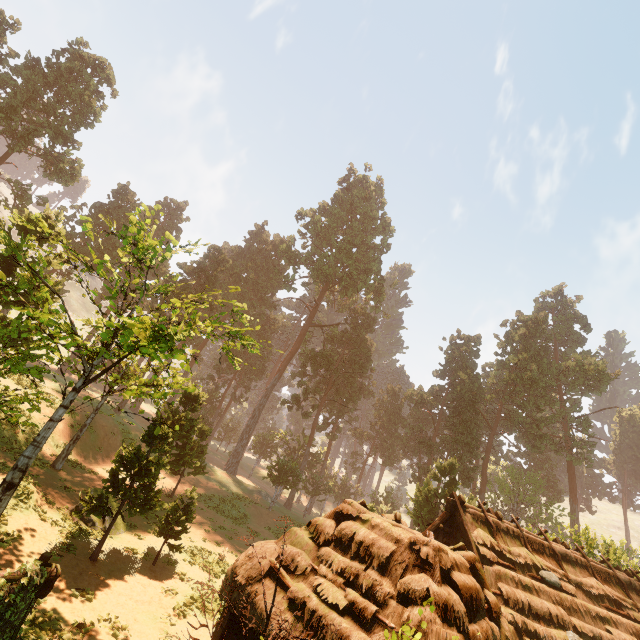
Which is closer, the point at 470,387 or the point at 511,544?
the point at 511,544

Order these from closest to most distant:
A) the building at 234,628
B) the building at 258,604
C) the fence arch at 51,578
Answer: the fence arch at 51,578 → the building at 258,604 → the building at 234,628

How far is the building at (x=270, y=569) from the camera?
7.99m

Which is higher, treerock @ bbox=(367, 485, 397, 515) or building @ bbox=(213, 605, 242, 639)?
treerock @ bbox=(367, 485, 397, 515)

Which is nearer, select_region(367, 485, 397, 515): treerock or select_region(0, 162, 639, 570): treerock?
select_region(0, 162, 639, 570): treerock

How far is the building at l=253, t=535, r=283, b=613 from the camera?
7.99m

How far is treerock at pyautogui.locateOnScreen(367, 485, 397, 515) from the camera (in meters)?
22.23
